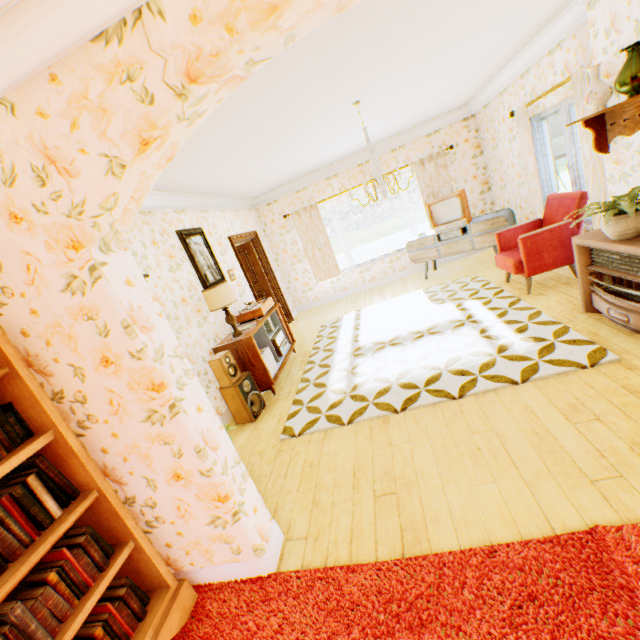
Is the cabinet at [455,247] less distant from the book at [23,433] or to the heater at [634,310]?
the heater at [634,310]

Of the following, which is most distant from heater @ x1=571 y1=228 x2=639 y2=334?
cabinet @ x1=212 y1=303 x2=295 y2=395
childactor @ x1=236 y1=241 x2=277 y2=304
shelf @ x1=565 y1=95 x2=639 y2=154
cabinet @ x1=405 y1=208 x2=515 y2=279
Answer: childactor @ x1=236 y1=241 x2=277 y2=304

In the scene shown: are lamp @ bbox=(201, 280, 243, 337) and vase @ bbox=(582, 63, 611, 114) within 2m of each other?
no

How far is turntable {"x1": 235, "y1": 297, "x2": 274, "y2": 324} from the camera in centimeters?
519cm

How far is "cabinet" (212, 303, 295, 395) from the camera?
4.4 meters

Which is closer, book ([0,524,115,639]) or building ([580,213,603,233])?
book ([0,524,115,639])

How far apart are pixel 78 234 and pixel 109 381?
0.8m

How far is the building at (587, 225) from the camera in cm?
405
